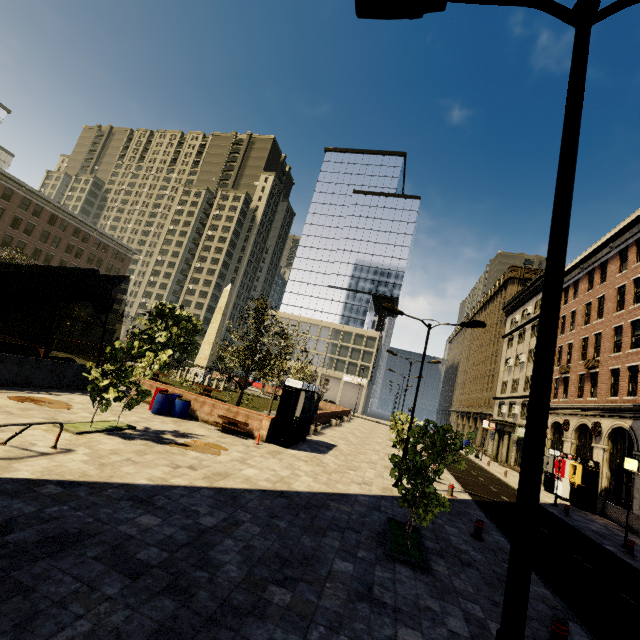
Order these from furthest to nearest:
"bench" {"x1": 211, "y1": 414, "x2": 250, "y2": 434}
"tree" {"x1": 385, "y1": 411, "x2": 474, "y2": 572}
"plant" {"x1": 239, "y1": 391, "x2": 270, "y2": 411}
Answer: "plant" {"x1": 239, "y1": 391, "x2": 270, "y2": 411} < "bench" {"x1": 211, "y1": 414, "x2": 250, "y2": 434} < "tree" {"x1": 385, "y1": 411, "x2": 474, "y2": 572}

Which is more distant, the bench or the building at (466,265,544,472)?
the building at (466,265,544,472)

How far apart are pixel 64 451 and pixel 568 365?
33.8m

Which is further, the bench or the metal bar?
the bench

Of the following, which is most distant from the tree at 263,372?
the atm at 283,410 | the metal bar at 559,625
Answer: the atm at 283,410

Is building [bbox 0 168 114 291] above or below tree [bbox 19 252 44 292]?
above

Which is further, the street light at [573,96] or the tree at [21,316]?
the tree at [21,316]

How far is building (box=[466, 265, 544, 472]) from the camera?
35.88m
